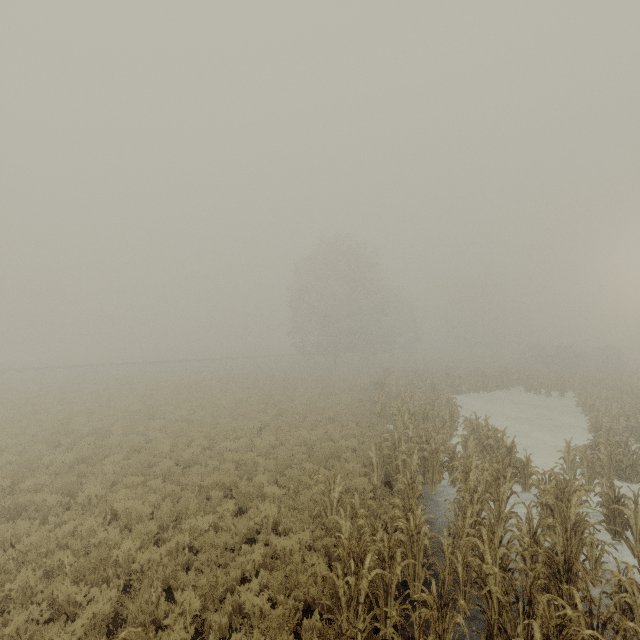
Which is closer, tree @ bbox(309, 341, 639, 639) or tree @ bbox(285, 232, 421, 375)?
tree @ bbox(309, 341, 639, 639)

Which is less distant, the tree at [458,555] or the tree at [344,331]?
the tree at [458,555]

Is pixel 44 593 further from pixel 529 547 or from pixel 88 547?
pixel 529 547

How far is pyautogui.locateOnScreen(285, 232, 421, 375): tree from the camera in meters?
38.9 m

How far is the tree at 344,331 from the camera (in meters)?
38.88

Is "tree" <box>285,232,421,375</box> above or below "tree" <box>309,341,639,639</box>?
above
